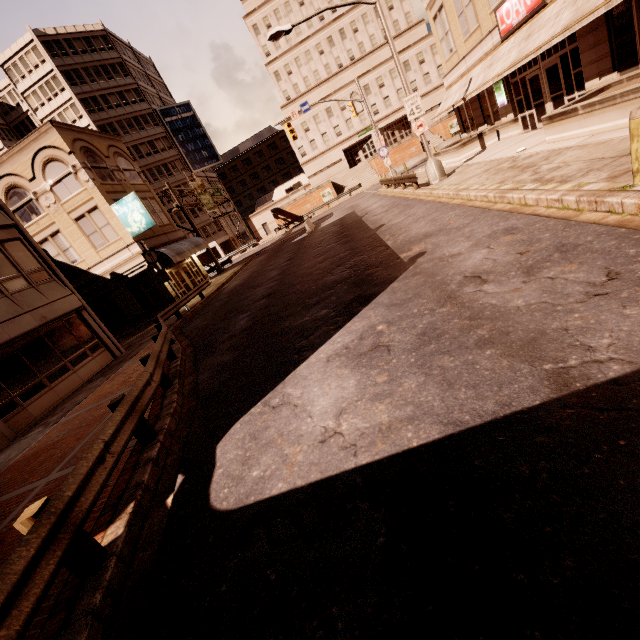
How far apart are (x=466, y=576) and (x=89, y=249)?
27.5m

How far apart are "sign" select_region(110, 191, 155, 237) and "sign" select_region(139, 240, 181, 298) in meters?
3.5

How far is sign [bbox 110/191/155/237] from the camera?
21.2 meters

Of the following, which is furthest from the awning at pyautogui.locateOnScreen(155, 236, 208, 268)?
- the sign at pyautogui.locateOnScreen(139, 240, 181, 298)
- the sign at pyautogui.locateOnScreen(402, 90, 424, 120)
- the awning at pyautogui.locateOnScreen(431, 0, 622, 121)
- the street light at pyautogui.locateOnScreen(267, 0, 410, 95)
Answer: the awning at pyautogui.locateOnScreen(431, 0, 622, 121)

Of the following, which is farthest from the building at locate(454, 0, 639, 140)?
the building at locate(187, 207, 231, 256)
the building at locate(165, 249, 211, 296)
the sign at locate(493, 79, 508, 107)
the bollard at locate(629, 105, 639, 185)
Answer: the building at locate(187, 207, 231, 256)

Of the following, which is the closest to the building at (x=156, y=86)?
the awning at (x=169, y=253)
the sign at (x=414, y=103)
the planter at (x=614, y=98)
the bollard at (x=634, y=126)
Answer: the awning at (x=169, y=253)

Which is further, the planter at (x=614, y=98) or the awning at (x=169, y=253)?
the awning at (x=169, y=253)

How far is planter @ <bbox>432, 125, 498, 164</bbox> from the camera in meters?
20.1 m
